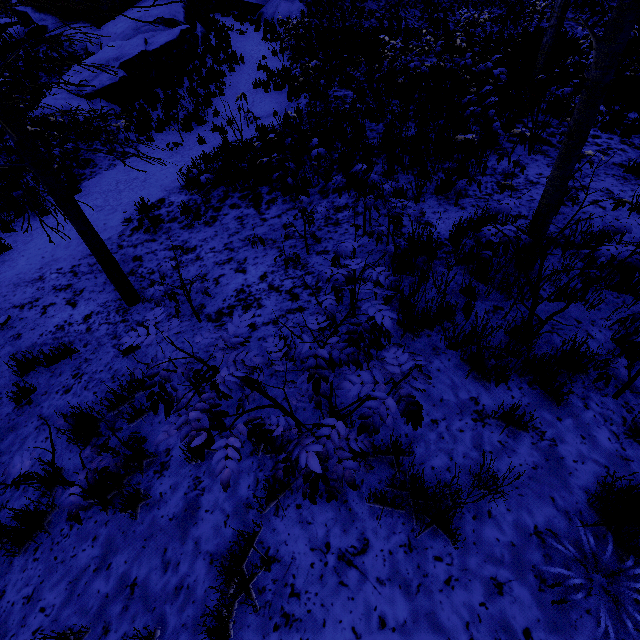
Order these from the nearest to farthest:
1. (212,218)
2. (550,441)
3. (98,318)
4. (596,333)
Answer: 1. (550,441)
2. (596,333)
3. (98,318)
4. (212,218)

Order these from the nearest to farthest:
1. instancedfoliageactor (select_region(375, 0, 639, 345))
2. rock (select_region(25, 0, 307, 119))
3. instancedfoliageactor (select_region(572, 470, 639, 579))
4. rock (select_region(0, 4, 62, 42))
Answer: instancedfoliageactor (select_region(572, 470, 639, 579)), instancedfoliageactor (select_region(375, 0, 639, 345)), rock (select_region(25, 0, 307, 119)), rock (select_region(0, 4, 62, 42))

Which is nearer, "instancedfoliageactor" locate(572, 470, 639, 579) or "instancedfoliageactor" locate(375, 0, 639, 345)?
"instancedfoliageactor" locate(572, 470, 639, 579)

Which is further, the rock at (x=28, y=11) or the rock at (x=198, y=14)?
the rock at (x=28, y=11)

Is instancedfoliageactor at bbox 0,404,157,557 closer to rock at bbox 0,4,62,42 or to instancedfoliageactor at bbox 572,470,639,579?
instancedfoliageactor at bbox 572,470,639,579

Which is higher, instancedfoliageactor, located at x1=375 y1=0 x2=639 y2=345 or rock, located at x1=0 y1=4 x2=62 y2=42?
rock, located at x1=0 y1=4 x2=62 y2=42

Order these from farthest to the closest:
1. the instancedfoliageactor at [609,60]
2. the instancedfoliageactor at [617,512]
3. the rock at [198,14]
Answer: the rock at [198,14] → the instancedfoliageactor at [609,60] → the instancedfoliageactor at [617,512]

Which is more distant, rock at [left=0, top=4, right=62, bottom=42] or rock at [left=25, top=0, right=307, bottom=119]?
rock at [left=0, top=4, right=62, bottom=42]
